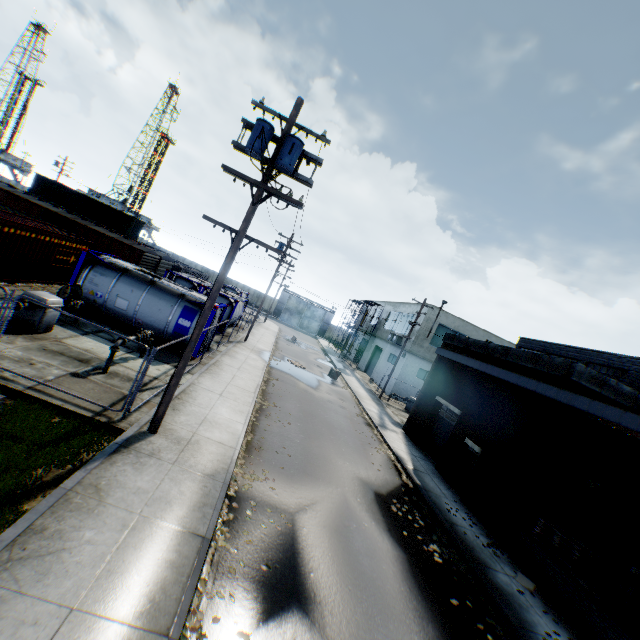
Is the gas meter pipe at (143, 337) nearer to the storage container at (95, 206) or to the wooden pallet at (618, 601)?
the wooden pallet at (618, 601)

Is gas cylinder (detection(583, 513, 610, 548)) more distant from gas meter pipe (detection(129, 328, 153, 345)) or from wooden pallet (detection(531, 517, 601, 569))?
Answer: gas meter pipe (detection(129, 328, 153, 345))

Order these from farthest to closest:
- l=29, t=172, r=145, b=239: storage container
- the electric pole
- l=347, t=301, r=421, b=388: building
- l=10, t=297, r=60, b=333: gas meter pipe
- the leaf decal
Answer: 1. l=29, t=172, r=145, b=239: storage container
2. l=347, t=301, r=421, b=388: building
3. l=10, t=297, r=60, b=333: gas meter pipe
4. the electric pole
5. the leaf decal

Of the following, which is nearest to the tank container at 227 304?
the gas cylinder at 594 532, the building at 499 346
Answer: the building at 499 346

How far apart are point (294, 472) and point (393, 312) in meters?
32.6 m

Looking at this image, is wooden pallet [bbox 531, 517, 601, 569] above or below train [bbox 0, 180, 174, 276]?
below

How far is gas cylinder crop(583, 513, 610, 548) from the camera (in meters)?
11.97

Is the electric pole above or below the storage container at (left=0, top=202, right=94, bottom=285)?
above
